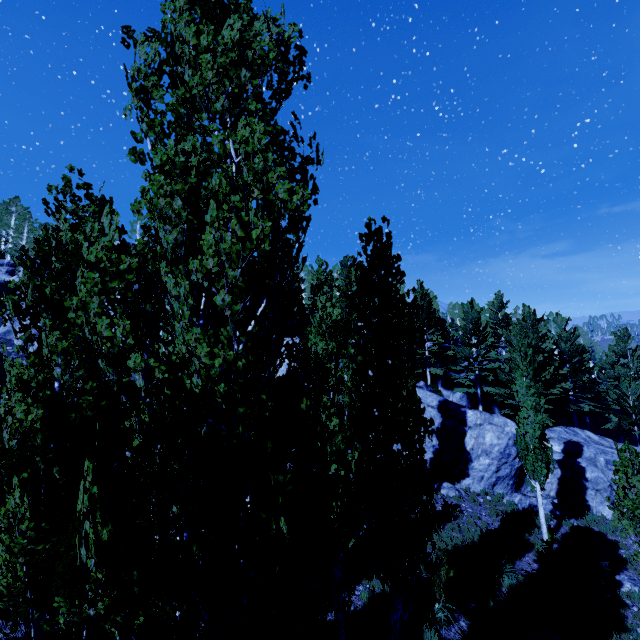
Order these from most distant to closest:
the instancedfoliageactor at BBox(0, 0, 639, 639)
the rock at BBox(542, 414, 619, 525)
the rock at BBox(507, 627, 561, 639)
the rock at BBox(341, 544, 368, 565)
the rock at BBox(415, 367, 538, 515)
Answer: the rock at BBox(415, 367, 538, 515)
the rock at BBox(542, 414, 619, 525)
the rock at BBox(341, 544, 368, 565)
the rock at BBox(507, 627, 561, 639)
the instancedfoliageactor at BBox(0, 0, 639, 639)

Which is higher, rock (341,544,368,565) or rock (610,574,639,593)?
rock (341,544,368,565)

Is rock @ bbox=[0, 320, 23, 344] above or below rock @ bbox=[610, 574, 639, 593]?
above

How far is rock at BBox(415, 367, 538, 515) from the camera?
19.8m

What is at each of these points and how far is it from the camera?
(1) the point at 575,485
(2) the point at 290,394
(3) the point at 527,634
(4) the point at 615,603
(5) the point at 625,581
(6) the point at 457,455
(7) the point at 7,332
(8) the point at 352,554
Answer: (1) rock, 19.1 meters
(2) instancedfoliageactor, 3.7 meters
(3) rock, 9.8 meters
(4) instancedfoliageactor, 11.5 meters
(5) rock, 12.5 meters
(6) rock, 21.1 meters
(7) rock, 27.0 meters
(8) rock, 12.5 meters

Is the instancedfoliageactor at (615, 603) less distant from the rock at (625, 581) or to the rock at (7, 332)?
the rock at (7, 332)

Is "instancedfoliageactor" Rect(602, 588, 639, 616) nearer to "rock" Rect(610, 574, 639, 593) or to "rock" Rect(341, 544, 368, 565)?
"rock" Rect(341, 544, 368, 565)
